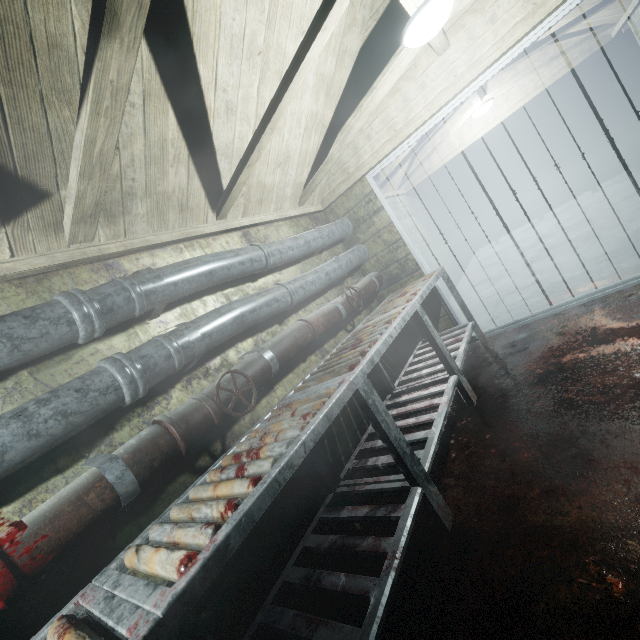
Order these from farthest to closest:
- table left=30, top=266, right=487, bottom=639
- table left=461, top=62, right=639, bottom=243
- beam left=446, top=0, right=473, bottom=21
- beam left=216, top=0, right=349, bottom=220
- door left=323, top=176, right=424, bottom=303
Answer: table left=461, top=62, right=639, bottom=243
door left=323, top=176, right=424, bottom=303
beam left=446, top=0, right=473, bottom=21
beam left=216, top=0, right=349, bottom=220
table left=30, top=266, right=487, bottom=639

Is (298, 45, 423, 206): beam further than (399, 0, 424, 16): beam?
Yes

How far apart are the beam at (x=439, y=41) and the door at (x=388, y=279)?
0.4m

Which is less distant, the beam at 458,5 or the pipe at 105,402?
the pipe at 105,402

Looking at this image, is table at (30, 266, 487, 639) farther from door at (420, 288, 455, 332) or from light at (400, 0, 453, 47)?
light at (400, 0, 453, 47)

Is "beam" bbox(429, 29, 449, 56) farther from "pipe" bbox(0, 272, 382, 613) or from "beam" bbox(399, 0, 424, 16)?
"pipe" bbox(0, 272, 382, 613)

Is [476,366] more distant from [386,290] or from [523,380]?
[386,290]

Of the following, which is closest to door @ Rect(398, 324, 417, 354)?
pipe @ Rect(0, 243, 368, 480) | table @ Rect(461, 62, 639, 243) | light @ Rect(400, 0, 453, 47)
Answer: pipe @ Rect(0, 243, 368, 480)
